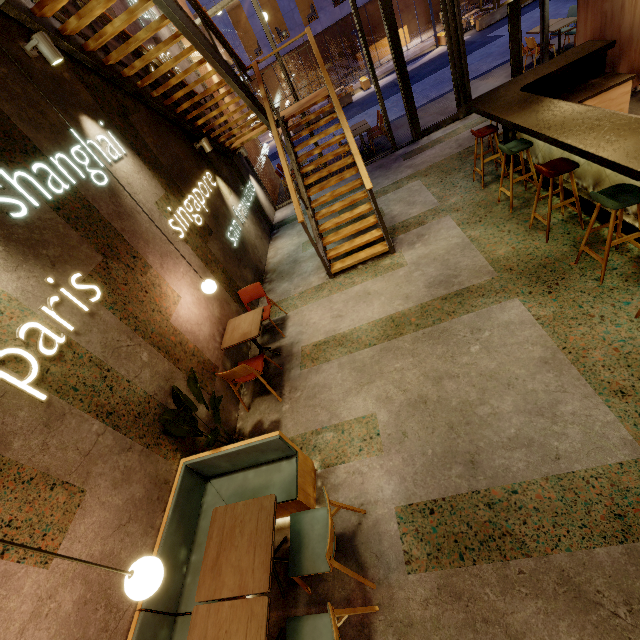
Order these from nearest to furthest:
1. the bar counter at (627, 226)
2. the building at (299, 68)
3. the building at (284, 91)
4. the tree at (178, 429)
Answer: the tree at (178, 429), the bar counter at (627, 226), the building at (299, 68), the building at (284, 91)

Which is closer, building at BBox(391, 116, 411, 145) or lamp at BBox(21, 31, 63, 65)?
lamp at BBox(21, 31, 63, 65)

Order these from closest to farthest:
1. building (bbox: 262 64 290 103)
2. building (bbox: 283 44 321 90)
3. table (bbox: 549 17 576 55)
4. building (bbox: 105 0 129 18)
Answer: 1. building (bbox: 105 0 129 18)
2. table (bbox: 549 17 576 55)
3. building (bbox: 283 44 321 90)
4. building (bbox: 262 64 290 103)

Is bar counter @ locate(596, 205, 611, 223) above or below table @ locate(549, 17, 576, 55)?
below

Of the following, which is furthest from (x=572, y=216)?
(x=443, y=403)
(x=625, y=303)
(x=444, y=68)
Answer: (x=444, y=68)

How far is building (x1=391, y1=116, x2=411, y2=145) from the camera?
9.6m

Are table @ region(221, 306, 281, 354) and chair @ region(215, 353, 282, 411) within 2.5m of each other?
yes

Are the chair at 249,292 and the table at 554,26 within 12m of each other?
yes
